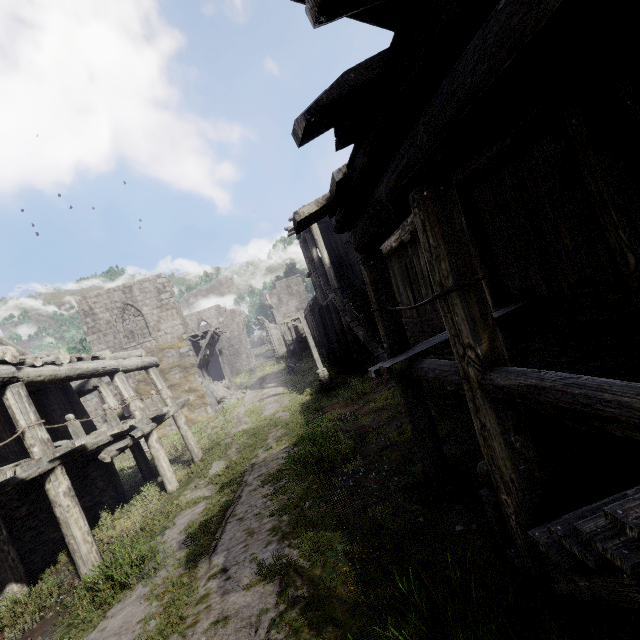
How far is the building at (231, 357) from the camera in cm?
4494

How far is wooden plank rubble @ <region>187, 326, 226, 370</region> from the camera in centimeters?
2395cm

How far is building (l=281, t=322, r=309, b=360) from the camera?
37.44m

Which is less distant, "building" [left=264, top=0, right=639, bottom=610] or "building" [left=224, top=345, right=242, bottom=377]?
"building" [left=264, top=0, right=639, bottom=610]

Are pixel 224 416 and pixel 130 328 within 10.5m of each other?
no

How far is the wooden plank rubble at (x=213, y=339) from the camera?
23.95m

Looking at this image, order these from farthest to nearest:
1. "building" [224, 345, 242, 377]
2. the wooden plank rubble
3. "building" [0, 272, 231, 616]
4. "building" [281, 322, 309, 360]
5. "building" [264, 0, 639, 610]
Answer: "building" [224, 345, 242, 377], "building" [281, 322, 309, 360], the wooden plank rubble, "building" [0, 272, 231, 616], "building" [264, 0, 639, 610]
